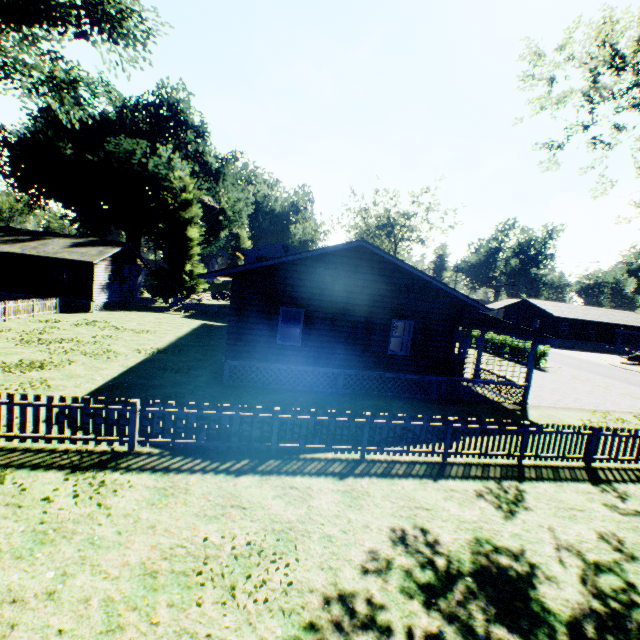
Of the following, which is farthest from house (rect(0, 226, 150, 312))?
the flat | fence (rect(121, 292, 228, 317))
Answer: the flat

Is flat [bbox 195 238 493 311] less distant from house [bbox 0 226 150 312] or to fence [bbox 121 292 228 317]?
fence [bbox 121 292 228 317]

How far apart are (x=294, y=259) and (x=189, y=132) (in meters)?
55.56

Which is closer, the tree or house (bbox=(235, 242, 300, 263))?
the tree

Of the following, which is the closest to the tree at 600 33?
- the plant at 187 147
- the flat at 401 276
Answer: the plant at 187 147

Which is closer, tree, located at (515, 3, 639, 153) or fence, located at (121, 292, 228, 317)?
tree, located at (515, 3, 639, 153)

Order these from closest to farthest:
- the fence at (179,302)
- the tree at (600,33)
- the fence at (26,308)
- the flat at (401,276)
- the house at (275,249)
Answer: the tree at (600,33) < the flat at (401,276) < the fence at (26,308) < the fence at (179,302) < the house at (275,249)

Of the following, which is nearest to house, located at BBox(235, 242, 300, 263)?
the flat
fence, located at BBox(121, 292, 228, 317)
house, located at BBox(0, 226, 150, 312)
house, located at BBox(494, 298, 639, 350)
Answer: fence, located at BBox(121, 292, 228, 317)
